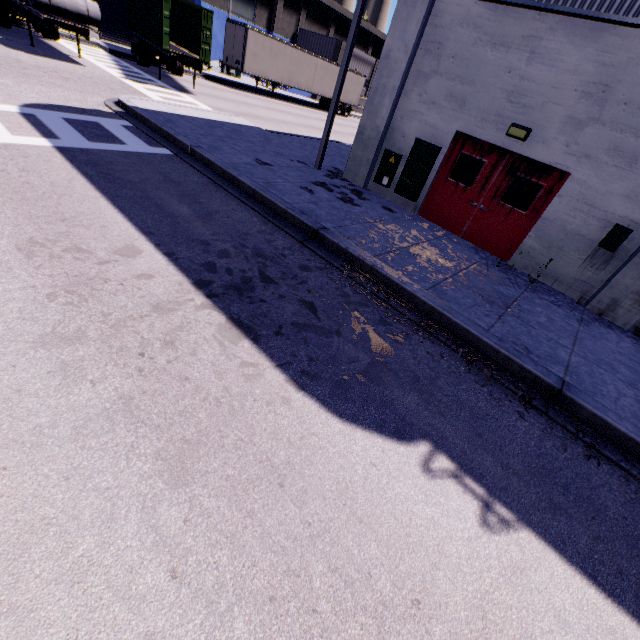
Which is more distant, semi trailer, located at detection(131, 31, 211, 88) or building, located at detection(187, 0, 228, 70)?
building, located at detection(187, 0, 228, 70)

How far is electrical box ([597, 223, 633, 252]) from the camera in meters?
6.9

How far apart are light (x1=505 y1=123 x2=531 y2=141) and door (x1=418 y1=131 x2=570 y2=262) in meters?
0.3 m

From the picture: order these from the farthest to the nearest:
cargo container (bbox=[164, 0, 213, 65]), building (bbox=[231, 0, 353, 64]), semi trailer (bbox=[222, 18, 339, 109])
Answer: building (bbox=[231, 0, 353, 64])
semi trailer (bbox=[222, 18, 339, 109])
cargo container (bbox=[164, 0, 213, 65])

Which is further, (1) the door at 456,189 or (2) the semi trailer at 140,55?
(2) the semi trailer at 140,55

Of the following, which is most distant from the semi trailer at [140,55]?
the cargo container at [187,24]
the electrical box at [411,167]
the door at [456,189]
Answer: the door at [456,189]

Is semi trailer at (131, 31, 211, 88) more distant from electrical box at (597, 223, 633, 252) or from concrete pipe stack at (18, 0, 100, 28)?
electrical box at (597, 223, 633, 252)

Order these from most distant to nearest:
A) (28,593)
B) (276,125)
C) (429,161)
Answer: (276,125), (429,161), (28,593)
